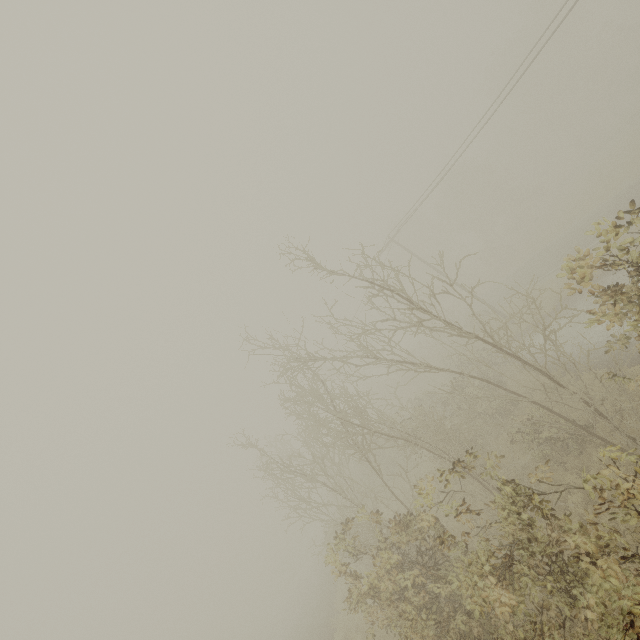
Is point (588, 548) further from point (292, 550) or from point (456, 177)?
point (456, 177)
